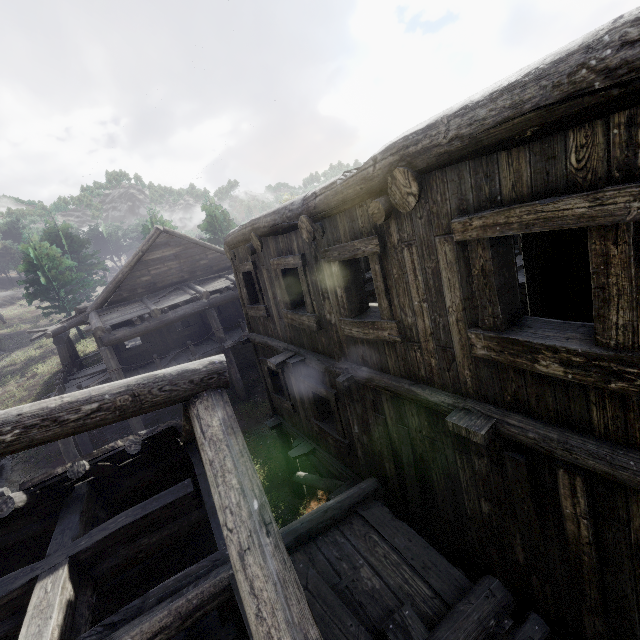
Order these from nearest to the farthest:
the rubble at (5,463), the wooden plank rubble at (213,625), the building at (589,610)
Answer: the building at (589,610)
the wooden plank rubble at (213,625)
the rubble at (5,463)

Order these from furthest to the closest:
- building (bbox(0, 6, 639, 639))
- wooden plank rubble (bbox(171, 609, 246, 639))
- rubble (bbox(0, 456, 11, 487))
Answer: rubble (bbox(0, 456, 11, 487)), wooden plank rubble (bbox(171, 609, 246, 639)), building (bbox(0, 6, 639, 639))

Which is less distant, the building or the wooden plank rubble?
the building

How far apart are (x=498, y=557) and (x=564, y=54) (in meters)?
5.25

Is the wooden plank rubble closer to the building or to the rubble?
the building

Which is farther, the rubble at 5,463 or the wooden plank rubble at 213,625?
the rubble at 5,463

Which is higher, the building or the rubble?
the building

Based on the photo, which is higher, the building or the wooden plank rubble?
the building
